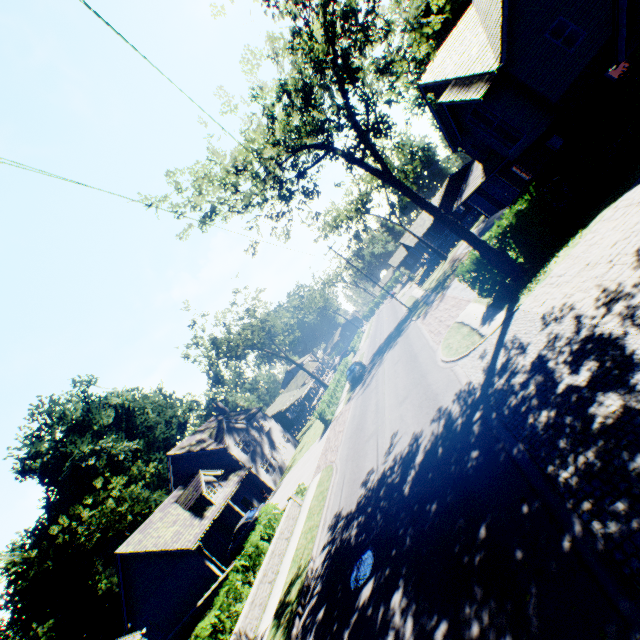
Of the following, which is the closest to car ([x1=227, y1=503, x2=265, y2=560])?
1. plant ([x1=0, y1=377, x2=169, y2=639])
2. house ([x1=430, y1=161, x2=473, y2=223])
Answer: plant ([x1=0, y1=377, x2=169, y2=639])

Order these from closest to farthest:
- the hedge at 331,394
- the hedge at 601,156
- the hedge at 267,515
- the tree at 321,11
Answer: the tree at 321,11, the hedge at 267,515, the hedge at 601,156, the hedge at 331,394

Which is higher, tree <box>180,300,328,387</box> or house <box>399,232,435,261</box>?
tree <box>180,300,328,387</box>

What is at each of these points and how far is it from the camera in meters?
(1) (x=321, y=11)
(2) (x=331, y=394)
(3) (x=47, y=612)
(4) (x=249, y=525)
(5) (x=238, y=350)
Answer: (1) tree, 10.4
(2) hedge, 35.7
(3) plant, 40.8
(4) car, 24.6
(5) tree, 47.3

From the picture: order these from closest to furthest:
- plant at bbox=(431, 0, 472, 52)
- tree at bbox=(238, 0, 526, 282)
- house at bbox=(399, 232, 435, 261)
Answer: tree at bbox=(238, 0, 526, 282)
plant at bbox=(431, 0, 472, 52)
house at bbox=(399, 232, 435, 261)

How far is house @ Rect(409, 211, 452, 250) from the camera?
47.7m

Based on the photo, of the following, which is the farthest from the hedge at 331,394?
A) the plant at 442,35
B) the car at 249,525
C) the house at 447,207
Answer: the plant at 442,35

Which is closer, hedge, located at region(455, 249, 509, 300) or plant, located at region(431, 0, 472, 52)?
hedge, located at region(455, 249, 509, 300)
